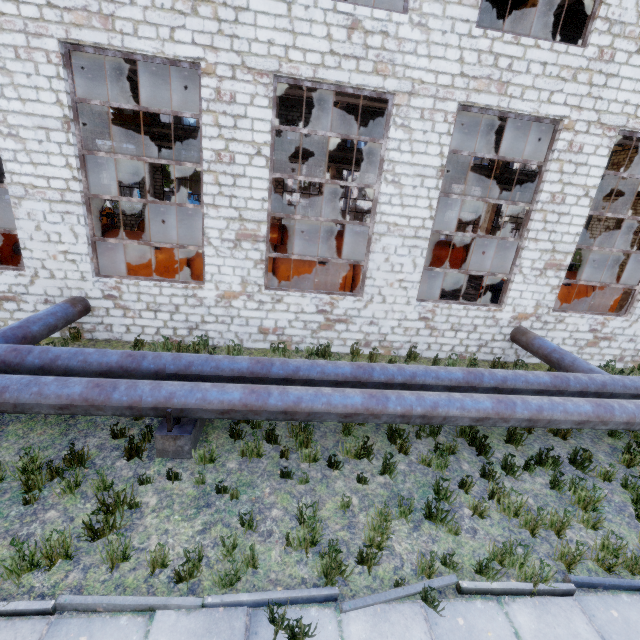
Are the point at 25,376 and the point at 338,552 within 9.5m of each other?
yes

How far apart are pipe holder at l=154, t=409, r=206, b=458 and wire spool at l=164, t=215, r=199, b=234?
10.3 meters

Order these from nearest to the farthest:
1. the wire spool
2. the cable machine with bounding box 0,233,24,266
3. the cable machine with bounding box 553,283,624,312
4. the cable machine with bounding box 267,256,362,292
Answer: the cable machine with bounding box 0,233,24,266, the cable machine with bounding box 267,256,362,292, the cable machine with bounding box 553,283,624,312, the wire spool

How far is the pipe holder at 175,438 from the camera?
5.2m

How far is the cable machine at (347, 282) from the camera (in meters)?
11.81

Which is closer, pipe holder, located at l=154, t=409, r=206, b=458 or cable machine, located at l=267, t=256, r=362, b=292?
pipe holder, located at l=154, t=409, r=206, b=458

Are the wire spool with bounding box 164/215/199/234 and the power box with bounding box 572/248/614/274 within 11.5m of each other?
no

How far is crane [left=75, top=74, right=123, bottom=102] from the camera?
17.2 meters
